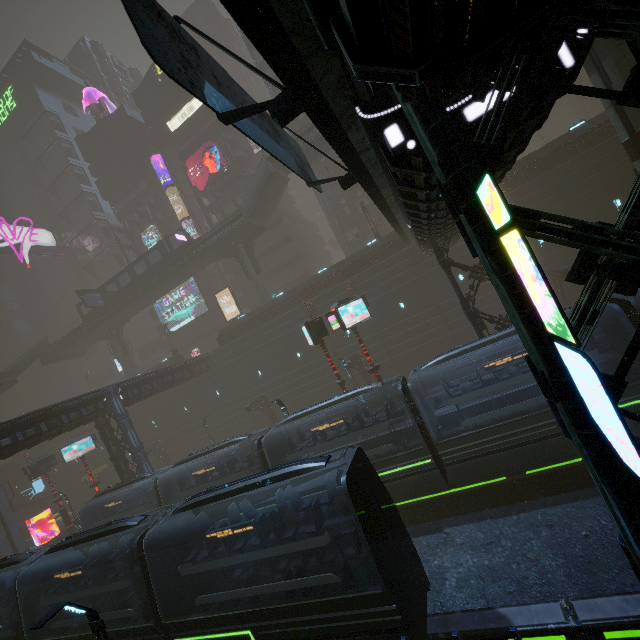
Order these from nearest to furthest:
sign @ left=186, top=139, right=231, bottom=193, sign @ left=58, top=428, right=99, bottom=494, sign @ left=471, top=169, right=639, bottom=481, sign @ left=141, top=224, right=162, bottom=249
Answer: sign @ left=471, top=169, right=639, bottom=481
sign @ left=58, top=428, right=99, bottom=494
sign @ left=186, top=139, right=231, bottom=193
sign @ left=141, top=224, right=162, bottom=249

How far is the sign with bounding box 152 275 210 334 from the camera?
50.6 meters

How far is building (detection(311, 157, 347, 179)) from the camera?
40.9 meters

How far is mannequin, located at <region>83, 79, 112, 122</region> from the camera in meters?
54.7 m

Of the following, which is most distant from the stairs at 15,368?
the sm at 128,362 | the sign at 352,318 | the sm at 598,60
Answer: the sign at 352,318

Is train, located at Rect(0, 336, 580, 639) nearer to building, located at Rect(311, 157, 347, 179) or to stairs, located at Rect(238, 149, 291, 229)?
building, located at Rect(311, 157, 347, 179)

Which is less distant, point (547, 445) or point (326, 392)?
point (547, 445)

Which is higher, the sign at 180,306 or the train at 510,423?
the sign at 180,306
